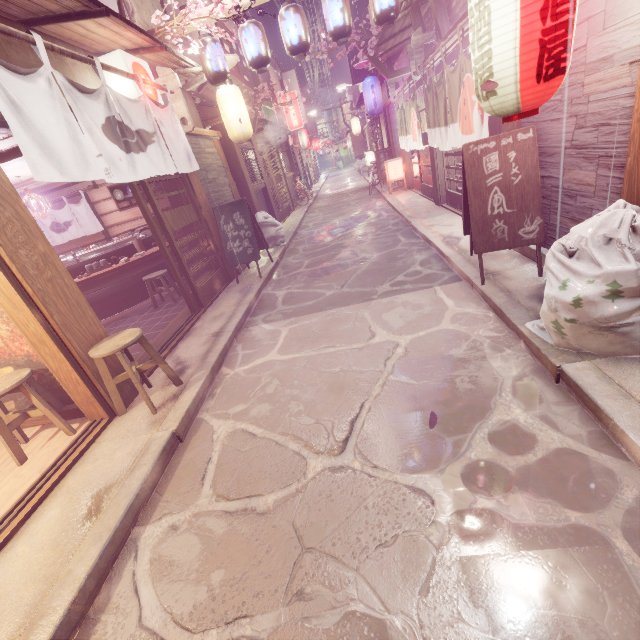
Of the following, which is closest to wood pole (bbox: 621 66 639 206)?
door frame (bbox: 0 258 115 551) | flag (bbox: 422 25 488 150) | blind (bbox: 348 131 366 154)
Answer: flag (bbox: 422 25 488 150)

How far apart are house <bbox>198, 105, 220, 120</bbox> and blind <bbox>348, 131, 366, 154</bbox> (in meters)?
35.51

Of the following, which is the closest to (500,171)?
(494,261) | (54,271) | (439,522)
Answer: (494,261)

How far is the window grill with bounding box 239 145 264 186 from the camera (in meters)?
17.09

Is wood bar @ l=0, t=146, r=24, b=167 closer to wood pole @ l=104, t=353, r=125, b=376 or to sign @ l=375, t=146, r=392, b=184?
wood pole @ l=104, t=353, r=125, b=376

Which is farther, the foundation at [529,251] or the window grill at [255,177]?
the window grill at [255,177]

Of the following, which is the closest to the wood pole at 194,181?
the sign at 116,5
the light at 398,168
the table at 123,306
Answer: the table at 123,306

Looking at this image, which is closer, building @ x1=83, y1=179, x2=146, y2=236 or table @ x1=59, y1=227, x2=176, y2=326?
table @ x1=59, y1=227, x2=176, y2=326
